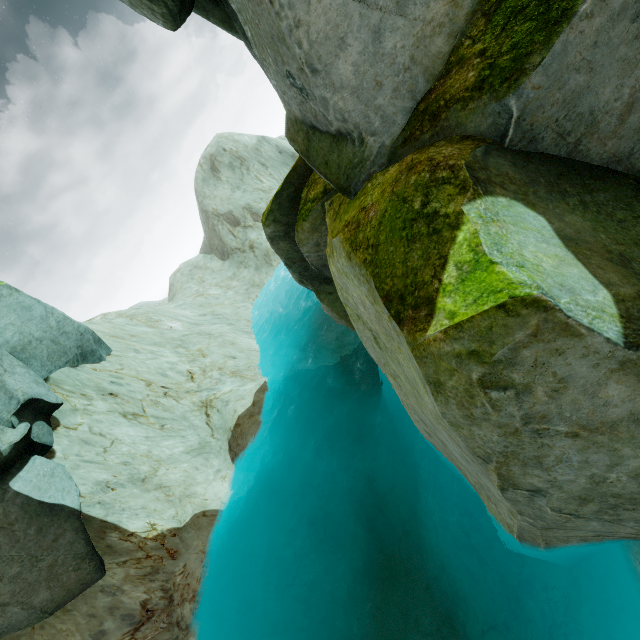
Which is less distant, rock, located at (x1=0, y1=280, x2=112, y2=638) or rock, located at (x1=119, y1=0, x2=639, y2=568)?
rock, located at (x1=119, y1=0, x2=639, y2=568)

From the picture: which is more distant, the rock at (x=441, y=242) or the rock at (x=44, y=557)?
the rock at (x=44, y=557)

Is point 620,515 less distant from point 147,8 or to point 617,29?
point 617,29
